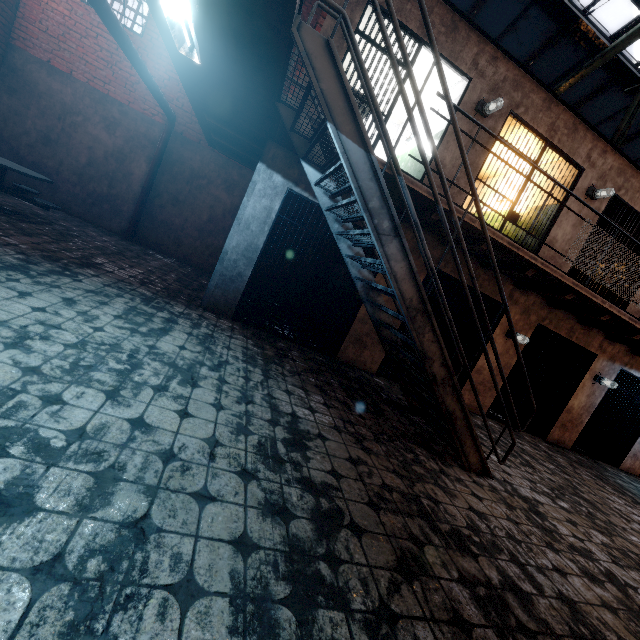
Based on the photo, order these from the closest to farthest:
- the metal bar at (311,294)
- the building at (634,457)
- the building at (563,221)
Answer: the metal bar at (311,294), the building at (563,221), the building at (634,457)

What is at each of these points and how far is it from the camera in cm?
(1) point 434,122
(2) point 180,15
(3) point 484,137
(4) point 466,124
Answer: (1) building, 660
(2) ceiling light, 232
(3) building, 571
(4) building, 559

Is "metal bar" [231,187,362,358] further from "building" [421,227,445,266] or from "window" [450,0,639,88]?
"window" [450,0,639,88]

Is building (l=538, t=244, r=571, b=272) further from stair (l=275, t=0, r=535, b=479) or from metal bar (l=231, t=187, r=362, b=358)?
stair (l=275, t=0, r=535, b=479)

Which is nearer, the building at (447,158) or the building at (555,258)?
the building at (447,158)

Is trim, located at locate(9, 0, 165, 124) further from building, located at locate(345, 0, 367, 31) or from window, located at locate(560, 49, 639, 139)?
building, located at locate(345, 0, 367, 31)

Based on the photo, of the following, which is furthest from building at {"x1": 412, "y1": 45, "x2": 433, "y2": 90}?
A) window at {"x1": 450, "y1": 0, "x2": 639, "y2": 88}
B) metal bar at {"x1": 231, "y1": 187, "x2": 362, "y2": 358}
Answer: window at {"x1": 450, "y1": 0, "x2": 639, "y2": 88}

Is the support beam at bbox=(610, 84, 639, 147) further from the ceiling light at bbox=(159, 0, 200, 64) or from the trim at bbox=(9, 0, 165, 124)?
the ceiling light at bbox=(159, 0, 200, 64)
